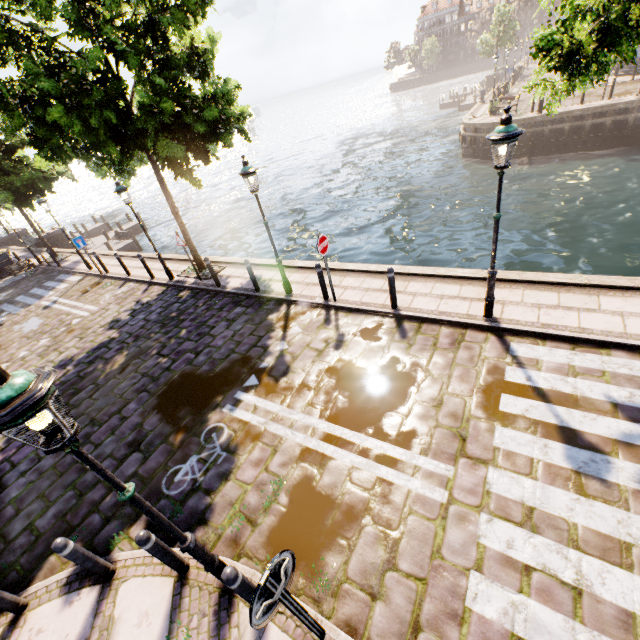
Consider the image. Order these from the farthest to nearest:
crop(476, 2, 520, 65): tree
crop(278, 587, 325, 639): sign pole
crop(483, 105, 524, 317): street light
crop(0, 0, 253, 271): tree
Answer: crop(476, 2, 520, 65): tree < crop(0, 0, 253, 271): tree < crop(483, 105, 524, 317): street light < crop(278, 587, 325, 639): sign pole

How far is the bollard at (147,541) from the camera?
3.8 meters

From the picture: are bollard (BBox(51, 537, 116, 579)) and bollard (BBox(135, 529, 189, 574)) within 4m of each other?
yes

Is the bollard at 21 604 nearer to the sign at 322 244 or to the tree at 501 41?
the sign at 322 244

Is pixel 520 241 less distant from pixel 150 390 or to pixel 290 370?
pixel 290 370

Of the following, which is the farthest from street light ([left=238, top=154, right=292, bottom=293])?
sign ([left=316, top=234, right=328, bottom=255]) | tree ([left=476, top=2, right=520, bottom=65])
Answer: tree ([left=476, top=2, right=520, bottom=65])

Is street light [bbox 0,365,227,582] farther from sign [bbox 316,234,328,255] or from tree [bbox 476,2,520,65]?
tree [bbox 476,2,520,65]

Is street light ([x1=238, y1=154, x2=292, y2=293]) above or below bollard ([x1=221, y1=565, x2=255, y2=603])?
above
